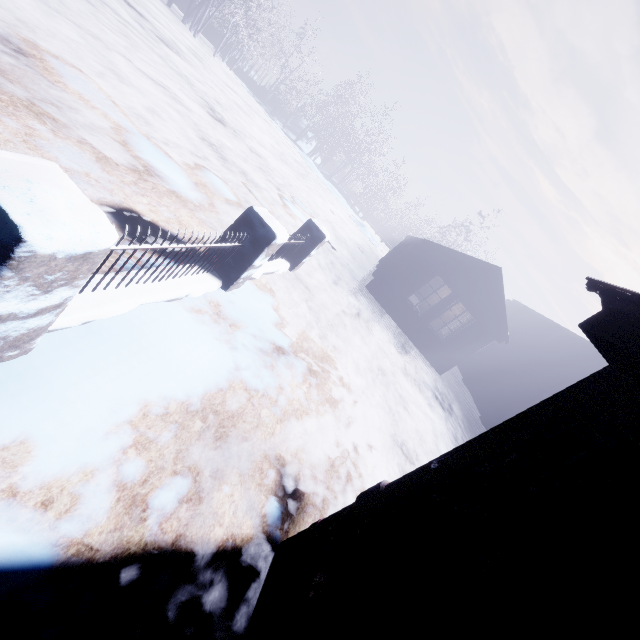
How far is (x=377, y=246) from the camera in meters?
27.6 m
